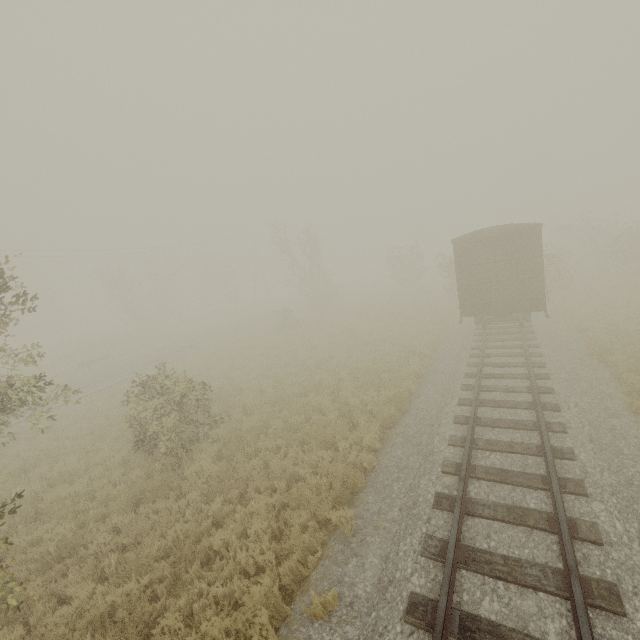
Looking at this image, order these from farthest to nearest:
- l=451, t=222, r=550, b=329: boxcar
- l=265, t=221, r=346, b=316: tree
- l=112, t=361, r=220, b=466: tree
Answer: l=265, t=221, r=346, b=316: tree
l=451, t=222, r=550, b=329: boxcar
l=112, t=361, r=220, b=466: tree

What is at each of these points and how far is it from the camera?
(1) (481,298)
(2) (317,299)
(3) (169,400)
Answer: (1) boxcar, 14.54m
(2) tree, 32.91m
(3) tree, 11.00m

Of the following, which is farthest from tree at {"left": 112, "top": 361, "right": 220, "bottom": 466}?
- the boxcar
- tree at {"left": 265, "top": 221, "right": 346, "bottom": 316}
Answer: tree at {"left": 265, "top": 221, "right": 346, "bottom": 316}

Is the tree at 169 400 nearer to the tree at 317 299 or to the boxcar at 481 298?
the boxcar at 481 298

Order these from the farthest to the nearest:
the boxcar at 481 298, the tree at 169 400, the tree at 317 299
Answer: the tree at 317 299, the boxcar at 481 298, the tree at 169 400

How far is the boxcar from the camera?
13.4m

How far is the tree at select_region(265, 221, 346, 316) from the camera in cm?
3170
